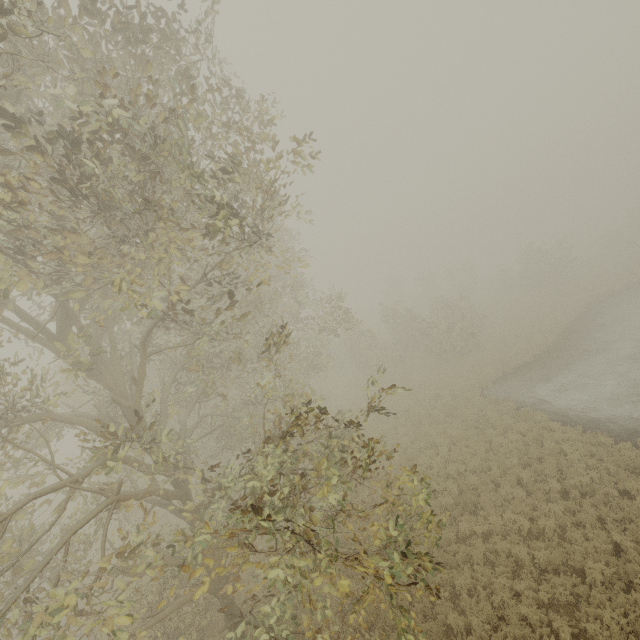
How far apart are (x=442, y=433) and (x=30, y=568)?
17.85m
